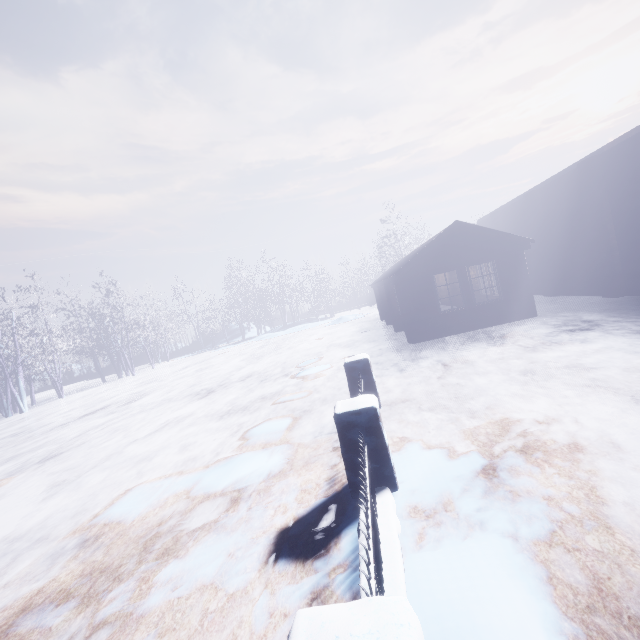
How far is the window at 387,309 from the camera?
13.62m

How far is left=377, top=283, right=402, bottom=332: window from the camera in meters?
13.6 m

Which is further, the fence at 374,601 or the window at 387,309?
the window at 387,309

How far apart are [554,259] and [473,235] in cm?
571

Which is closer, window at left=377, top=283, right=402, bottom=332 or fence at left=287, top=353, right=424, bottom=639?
fence at left=287, top=353, right=424, bottom=639
